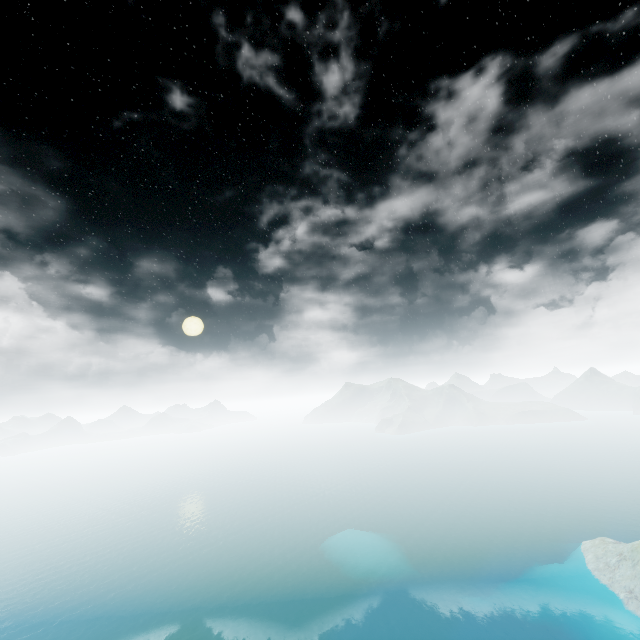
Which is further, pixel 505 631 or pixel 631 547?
pixel 631 547
